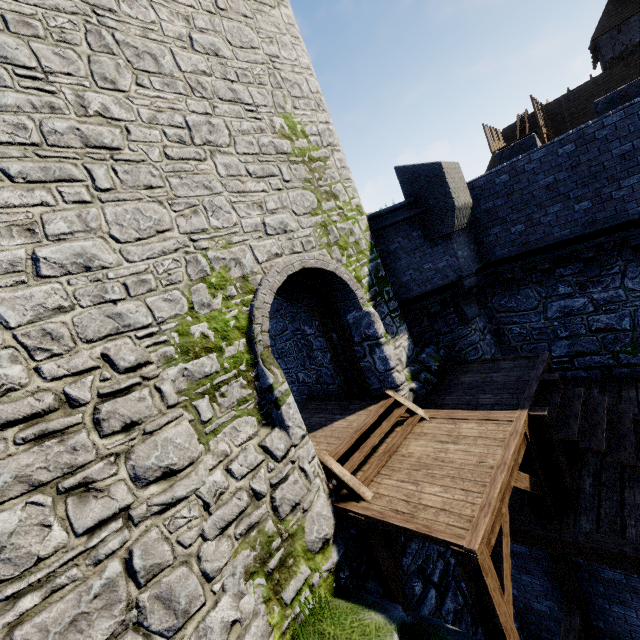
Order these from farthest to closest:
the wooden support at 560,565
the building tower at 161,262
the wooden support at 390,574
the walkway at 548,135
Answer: the walkway at 548,135, the wooden support at 560,565, the wooden support at 390,574, the building tower at 161,262

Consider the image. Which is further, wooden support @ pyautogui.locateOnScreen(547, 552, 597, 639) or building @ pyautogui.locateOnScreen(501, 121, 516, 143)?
building @ pyautogui.locateOnScreen(501, 121, 516, 143)

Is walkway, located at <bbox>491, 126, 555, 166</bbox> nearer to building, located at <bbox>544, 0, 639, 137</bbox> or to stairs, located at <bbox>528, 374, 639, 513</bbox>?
building, located at <bbox>544, 0, 639, 137</bbox>

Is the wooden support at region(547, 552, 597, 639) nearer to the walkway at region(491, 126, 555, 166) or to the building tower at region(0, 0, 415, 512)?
the building tower at region(0, 0, 415, 512)

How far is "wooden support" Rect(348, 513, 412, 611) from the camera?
5.2m

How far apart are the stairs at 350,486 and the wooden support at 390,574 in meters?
0.2

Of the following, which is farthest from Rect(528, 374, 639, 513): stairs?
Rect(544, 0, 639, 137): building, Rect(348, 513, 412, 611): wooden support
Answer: Rect(544, 0, 639, 137): building

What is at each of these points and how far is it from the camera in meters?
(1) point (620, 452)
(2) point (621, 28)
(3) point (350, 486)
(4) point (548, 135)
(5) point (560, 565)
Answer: (1) stairs, 5.4 m
(2) building, 24.7 m
(3) stairs, 5.5 m
(4) walkway, 23.9 m
(5) wooden support, 6.2 m
